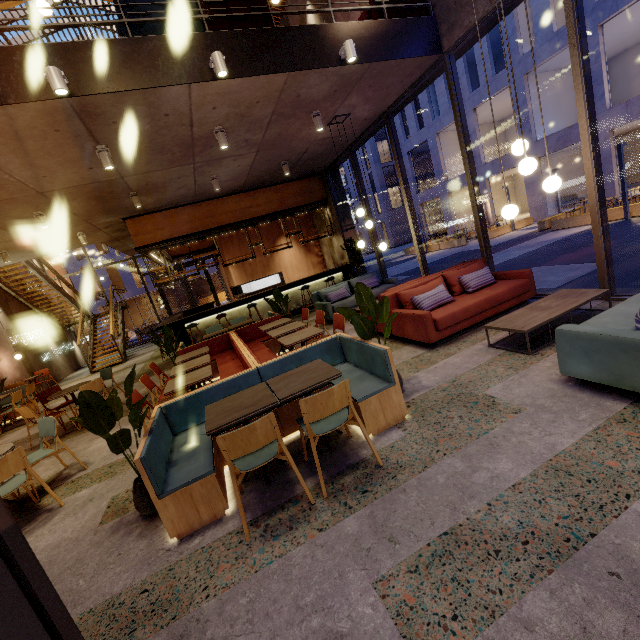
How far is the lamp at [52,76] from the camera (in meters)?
3.67

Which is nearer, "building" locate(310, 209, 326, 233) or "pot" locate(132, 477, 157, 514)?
"pot" locate(132, 477, 157, 514)

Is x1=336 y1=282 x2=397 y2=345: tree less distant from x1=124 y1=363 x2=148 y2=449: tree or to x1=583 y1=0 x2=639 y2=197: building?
x1=124 y1=363 x2=148 y2=449: tree

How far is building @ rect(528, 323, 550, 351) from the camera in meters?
4.0

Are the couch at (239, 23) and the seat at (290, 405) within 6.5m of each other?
yes

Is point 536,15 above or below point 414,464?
above

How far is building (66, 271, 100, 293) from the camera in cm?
3062

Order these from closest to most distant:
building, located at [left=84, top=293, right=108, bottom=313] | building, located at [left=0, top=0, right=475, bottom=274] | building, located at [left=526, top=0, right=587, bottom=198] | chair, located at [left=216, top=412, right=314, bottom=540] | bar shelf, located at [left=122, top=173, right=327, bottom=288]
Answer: chair, located at [left=216, top=412, right=314, bottom=540]
building, located at [left=0, top=0, right=475, bottom=274]
bar shelf, located at [left=122, top=173, right=327, bottom=288]
building, located at [left=526, top=0, right=587, bottom=198]
building, located at [left=84, top=293, right=108, bottom=313]
